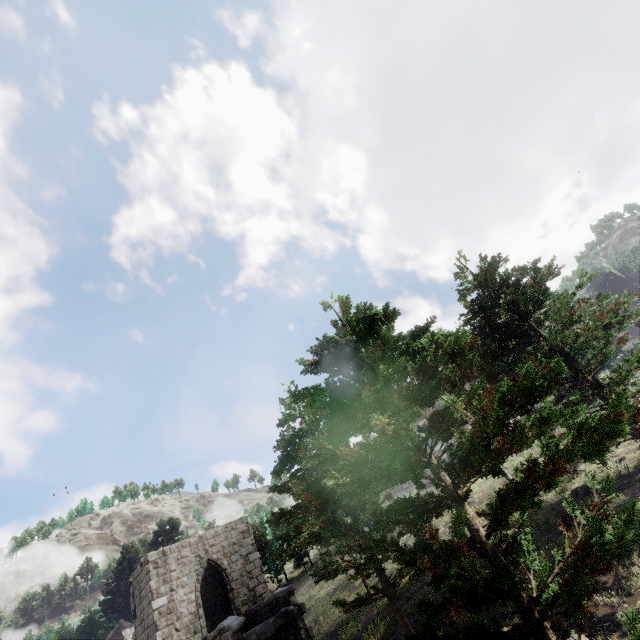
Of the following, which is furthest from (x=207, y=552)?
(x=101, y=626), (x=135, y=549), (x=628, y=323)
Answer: (x=101, y=626)
